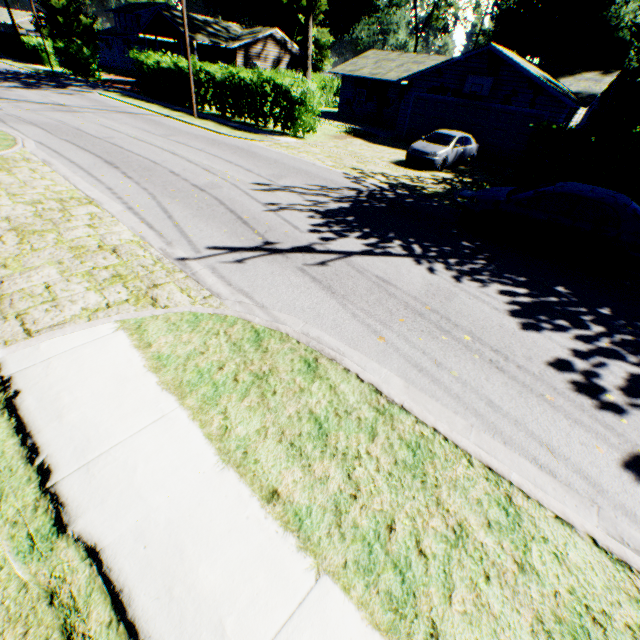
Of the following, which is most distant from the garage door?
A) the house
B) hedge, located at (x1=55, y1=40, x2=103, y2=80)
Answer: hedge, located at (x1=55, y1=40, x2=103, y2=80)

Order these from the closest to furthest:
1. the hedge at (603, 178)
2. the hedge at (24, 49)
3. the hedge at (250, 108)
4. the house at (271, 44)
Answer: the hedge at (603, 178) < the hedge at (250, 108) < the house at (271, 44) < the hedge at (24, 49)

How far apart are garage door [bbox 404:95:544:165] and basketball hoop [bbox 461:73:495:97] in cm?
53

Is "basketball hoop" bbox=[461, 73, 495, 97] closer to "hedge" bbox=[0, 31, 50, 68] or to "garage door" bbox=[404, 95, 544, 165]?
"garage door" bbox=[404, 95, 544, 165]

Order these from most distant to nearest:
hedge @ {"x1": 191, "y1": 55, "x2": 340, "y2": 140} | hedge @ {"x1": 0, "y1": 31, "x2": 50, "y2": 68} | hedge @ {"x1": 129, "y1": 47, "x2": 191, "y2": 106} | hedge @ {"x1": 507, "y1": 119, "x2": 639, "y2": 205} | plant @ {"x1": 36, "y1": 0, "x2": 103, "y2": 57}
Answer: plant @ {"x1": 36, "y1": 0, "x2": 103, "y2": 57}, hedge @ {"x1": 0, "y1": 31, "x2": 50, "y2": 68}, hedge @ {"x1": 129, "y1": 47, "x2": 191, "y2": 106}, hedge @ {"x1": 191, "y1": 55, "x2": 340, "y2": 140}, hedge @ {"x1": 507, "y1": 119, "x2": 639, "y2": 205}

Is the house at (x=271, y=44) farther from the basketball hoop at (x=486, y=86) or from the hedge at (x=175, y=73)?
the basketball hoop at (x=486, y=86)

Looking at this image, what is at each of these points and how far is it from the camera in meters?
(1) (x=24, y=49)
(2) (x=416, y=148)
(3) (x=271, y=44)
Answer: (1) hedge, 42.6
(2) car, 16.0
(3) house, 36.8

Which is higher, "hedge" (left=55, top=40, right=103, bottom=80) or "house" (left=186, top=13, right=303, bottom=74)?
"house" (left=186, top=13, right=303, bottom=74)
